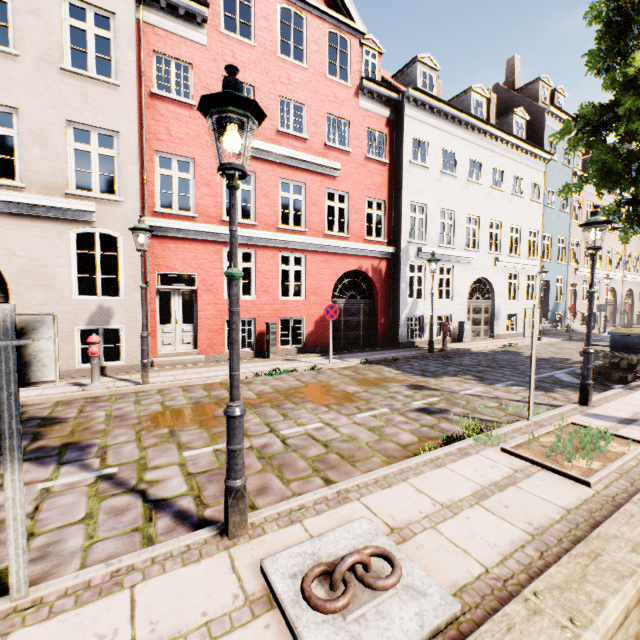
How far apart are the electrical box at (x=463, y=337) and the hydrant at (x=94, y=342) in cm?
1459

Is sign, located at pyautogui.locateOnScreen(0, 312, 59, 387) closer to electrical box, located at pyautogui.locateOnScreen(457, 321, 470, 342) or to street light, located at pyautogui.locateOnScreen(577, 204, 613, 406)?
street light, located at pyautogui.locateOnScreen(577, 204, 613, 406)

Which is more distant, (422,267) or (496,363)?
(422,267)

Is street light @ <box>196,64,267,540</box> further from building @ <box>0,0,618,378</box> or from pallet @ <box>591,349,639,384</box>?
building @ <box>0,0,618,378</box>

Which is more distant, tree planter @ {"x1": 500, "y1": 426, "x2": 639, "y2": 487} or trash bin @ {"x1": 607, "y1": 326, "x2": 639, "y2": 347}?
trash bin @ {"x1": 607, "y1": 326, "x2": 639, "y2": 347}

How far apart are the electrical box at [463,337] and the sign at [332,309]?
8.49m

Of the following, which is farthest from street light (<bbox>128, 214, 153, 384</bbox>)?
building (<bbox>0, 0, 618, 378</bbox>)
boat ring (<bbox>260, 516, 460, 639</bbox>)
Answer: building (<bbox>0, 0, 618, 378</bbox>)

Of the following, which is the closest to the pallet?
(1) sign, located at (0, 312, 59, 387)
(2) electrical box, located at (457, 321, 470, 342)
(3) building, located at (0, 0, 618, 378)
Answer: (2) electrical box, located at (457, 321, 470, 342)
